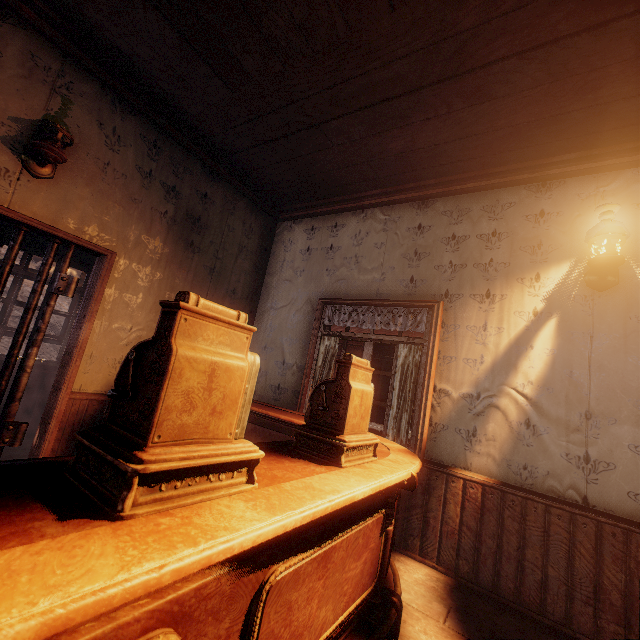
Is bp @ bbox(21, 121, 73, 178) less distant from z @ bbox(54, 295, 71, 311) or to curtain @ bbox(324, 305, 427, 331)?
curtain @ bbox(324, 305, 427, 331)

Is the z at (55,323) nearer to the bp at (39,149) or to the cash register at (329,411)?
the cash register at (329,411)

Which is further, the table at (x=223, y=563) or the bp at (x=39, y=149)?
the bp at (x=39, y=149)

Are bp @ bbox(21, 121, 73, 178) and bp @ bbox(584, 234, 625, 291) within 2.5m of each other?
no

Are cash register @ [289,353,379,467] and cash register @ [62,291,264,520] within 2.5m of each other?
yes

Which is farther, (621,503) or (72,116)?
Answer: (72,116)

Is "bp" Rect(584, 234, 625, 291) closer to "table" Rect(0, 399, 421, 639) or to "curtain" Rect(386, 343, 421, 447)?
"curtain" Rect(386, 343, 421, 447)

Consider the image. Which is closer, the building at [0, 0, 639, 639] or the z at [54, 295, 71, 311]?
the building at [0, 0, 639, 639]
